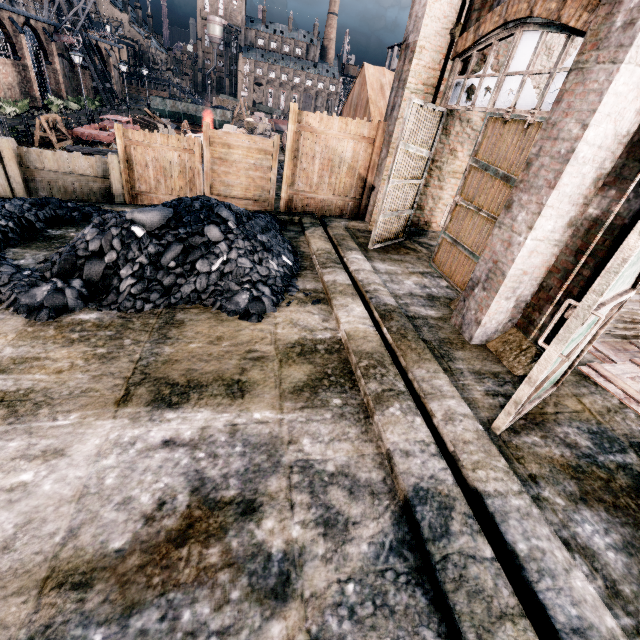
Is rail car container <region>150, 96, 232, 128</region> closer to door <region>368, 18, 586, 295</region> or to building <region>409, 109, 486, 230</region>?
building <region>409, 109, 486, 230</region>

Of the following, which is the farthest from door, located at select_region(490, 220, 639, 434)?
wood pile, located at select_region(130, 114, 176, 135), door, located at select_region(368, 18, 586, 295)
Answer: wood pile, located at select_region(130, 114, 176, 135)

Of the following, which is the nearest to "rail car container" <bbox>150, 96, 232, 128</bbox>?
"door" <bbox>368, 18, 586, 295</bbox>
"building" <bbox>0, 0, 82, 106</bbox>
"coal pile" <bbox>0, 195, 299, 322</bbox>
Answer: "building" <bbox>0, 0, 82, 106</bbox>

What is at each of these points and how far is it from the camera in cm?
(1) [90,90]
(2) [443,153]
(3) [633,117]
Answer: (1) building, 4766
(2) building, 986
(3) column, 399

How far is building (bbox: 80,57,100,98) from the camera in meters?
44.7 m

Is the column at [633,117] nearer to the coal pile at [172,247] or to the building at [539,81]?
the coal pile at [172,247]

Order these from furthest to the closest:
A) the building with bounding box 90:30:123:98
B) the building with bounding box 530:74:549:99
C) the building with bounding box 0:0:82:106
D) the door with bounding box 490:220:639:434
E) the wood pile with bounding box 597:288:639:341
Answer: the building with bounding box 90:30:123:98
the building with bounding box 0:0:82:106
the building with bounding box 530:74:549:99
the wood pile with bounding box 597:288:639:341
the door with bounding box 490:220:639:434

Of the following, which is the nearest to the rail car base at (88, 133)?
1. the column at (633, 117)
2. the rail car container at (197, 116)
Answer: the rail car container at (197, 116)
